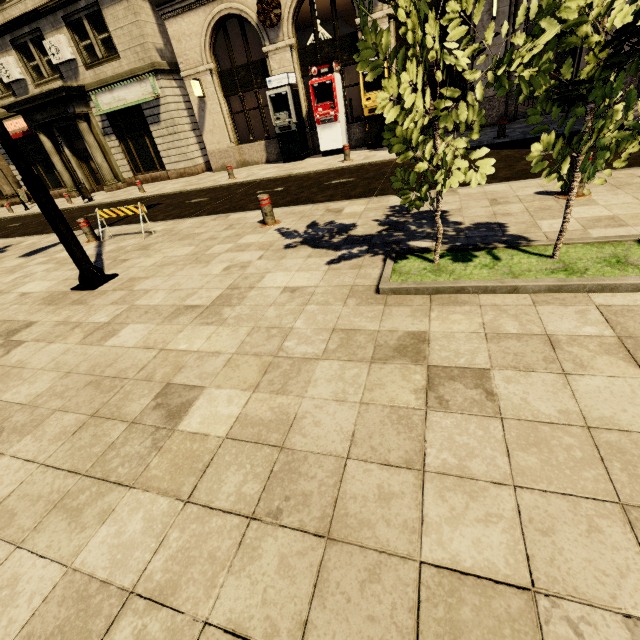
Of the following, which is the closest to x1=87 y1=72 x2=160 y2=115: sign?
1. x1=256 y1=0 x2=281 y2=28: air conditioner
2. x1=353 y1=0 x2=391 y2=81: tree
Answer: x1=256 y1=0 x2=281 y2=28: air conditioner

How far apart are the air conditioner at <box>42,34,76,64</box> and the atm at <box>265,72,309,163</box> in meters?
10.5

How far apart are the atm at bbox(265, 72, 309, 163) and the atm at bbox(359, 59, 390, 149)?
2.79m

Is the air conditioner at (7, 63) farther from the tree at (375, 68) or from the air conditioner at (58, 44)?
the tree at (375, 68)

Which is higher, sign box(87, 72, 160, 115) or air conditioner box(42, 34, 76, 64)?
air conditioner box(42, 34, 76, 64)

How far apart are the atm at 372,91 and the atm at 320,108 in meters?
0.9 m

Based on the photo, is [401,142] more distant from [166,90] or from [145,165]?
[145,165]

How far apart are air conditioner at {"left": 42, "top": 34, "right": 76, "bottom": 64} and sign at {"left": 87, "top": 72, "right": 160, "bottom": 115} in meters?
1.3 m
